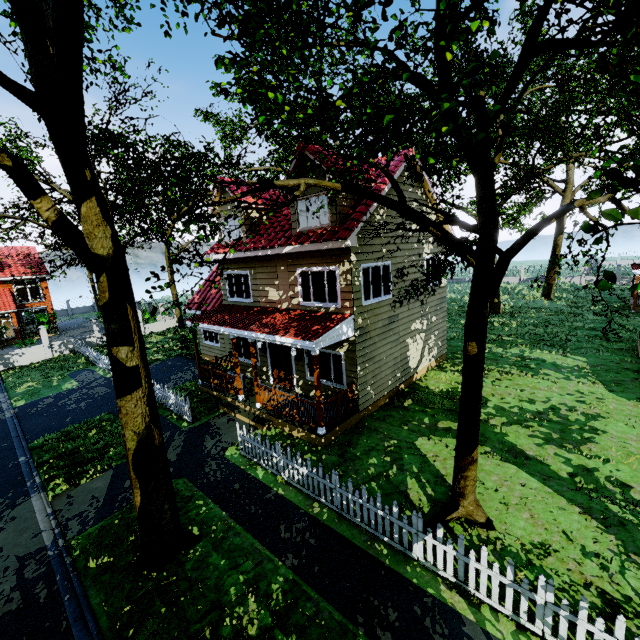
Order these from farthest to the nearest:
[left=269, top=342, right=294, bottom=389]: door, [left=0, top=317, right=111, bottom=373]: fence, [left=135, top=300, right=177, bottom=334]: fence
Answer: [left=135, top=300, right=177, bottom=334]: fence, [left=0, top=317, right=111, bottom=373]: fence, [left=269, top=342, right=294, bottom=389]: door

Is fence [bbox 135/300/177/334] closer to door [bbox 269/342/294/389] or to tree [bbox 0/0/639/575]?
tree [bbox 0/0/639/575]

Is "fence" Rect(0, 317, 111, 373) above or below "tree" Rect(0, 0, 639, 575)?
below

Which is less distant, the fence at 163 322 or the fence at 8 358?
the fence at 8 358

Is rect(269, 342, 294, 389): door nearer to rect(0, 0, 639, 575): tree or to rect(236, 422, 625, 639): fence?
rect(236, 422, 625, 639): fence

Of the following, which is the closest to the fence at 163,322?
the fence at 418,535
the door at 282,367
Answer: the door at 282,367

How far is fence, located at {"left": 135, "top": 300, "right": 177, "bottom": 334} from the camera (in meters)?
28.80

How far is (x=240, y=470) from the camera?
9.4m
